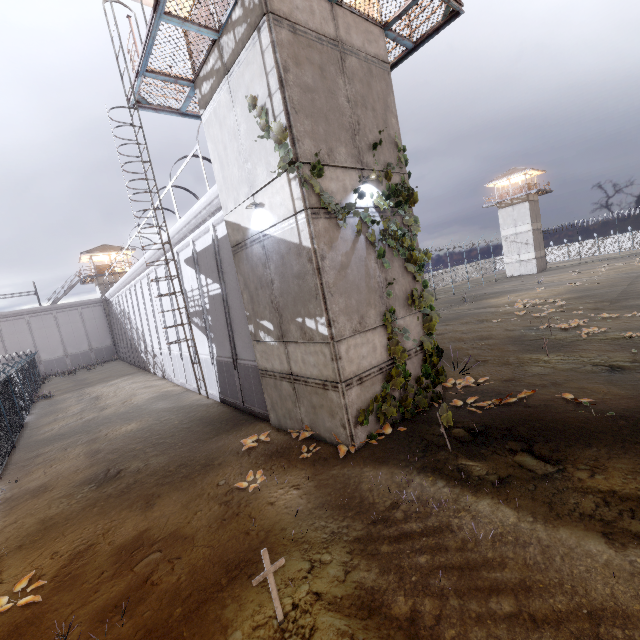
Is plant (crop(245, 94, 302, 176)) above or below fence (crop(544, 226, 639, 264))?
above

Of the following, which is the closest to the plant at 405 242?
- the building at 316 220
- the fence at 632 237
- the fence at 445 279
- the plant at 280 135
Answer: the building at 316 220

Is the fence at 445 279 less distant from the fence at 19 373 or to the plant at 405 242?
the fence at 19 373

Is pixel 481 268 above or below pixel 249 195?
below

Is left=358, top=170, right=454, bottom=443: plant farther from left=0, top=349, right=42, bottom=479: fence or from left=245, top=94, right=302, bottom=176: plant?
left=0, top=349, right=42, bottom=479: fence

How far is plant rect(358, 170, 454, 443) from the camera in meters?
8.2 m

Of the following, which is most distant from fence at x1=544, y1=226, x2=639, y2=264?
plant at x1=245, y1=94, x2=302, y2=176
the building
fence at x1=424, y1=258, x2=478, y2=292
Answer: fence at x1=424, y1=258, x2=478, y2=292

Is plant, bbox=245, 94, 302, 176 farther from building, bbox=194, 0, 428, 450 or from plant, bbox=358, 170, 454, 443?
plant, bbox=358, 170, 454, 443
